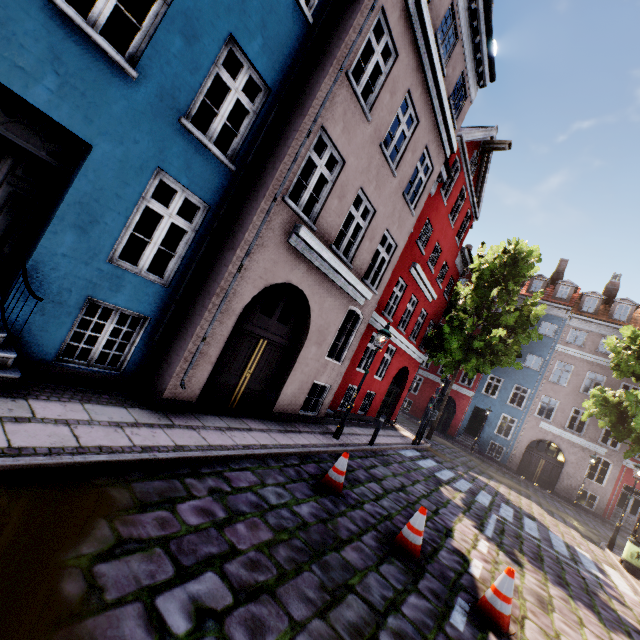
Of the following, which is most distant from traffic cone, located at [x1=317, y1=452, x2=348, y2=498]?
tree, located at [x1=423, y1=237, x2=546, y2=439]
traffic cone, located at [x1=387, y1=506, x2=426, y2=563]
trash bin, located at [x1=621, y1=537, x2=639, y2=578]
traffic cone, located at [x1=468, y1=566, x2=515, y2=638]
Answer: tree, located at [x1=423, y1=237, x2=546, y2=439]

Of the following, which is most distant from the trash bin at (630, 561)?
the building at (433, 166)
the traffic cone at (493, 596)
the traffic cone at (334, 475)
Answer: the traffic cone at (334, 475)

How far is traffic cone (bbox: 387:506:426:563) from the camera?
5.2 meters

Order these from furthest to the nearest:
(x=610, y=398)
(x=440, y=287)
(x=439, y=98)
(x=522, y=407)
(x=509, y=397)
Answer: (x=509, y=397) → (x=522, y=407) → (x=440, y=287) → (x=610, y=398) → (x=439, y=98)

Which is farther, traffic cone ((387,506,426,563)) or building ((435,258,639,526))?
building ((435,258,639,526))

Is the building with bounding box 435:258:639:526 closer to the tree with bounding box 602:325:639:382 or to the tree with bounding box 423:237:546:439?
the tree with bounding box 602:325:639:382

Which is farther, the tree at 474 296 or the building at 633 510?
the building at 633 510

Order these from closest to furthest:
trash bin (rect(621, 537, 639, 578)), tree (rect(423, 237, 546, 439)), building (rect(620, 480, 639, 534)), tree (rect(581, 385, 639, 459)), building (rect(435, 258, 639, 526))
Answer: trash bin (rect(621, 537, 639, 578))
tree (rect(581, 385, 639, 459))
tree (rect(423, 237, 546, 439))
building (rect(620, 480, 639, 534))
building (rect(435, 258, 639, 526))
